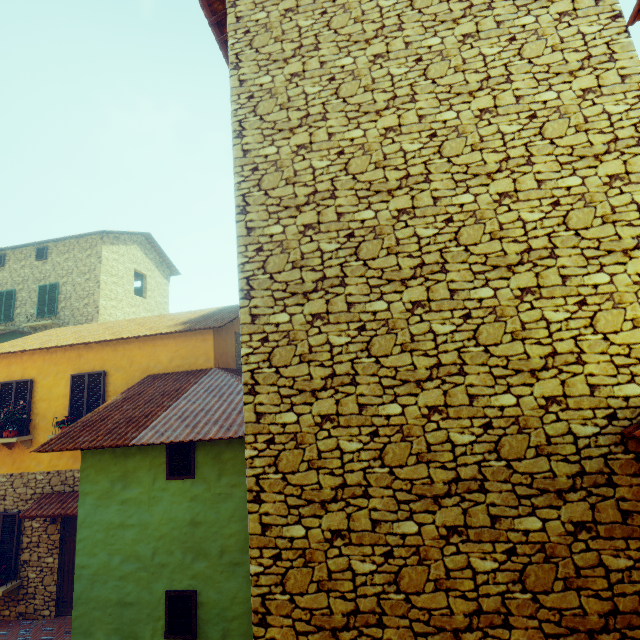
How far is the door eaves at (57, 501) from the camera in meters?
8.3

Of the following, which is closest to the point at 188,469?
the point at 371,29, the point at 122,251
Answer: the point at 371,29

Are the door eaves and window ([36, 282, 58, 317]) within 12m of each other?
yes

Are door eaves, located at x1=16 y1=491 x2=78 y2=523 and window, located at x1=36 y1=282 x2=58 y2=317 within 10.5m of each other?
yes

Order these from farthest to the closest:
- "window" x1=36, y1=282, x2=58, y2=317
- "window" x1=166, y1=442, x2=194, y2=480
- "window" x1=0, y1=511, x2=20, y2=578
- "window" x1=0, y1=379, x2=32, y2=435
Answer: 1. "window" x1=36, y1=282, x2=58, y2=317
2. "window" x1=0, y1=379, x2=32, y2=435
3. "window" x1=0, y1=511, x2=20, y2=578
4. "window" x1=166, y1=442, x2=194, y2=480

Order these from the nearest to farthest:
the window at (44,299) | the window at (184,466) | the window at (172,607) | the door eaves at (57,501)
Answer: the window at (172,607)
the window at (184,466)
the door eaves at (57,501)
the window at (44,299)

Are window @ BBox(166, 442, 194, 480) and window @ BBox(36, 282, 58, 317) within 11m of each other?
no

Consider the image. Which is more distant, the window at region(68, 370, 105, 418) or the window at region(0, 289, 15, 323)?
the window at region(0, 289, 15, 323)
